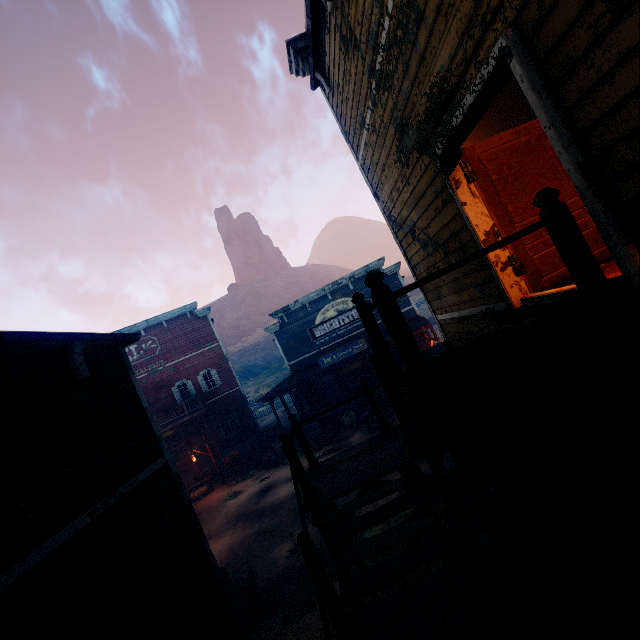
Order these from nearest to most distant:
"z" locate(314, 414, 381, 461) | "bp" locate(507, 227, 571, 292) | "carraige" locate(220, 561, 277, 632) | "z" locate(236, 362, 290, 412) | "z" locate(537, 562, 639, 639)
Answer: "bp" locate(507, 227, 571, 292), "z" locate(537, 562, 639, 639), "carraige" locate(220, 561, 277, 632), "z" locate(314, 414, 381, 461), "z" locate(236, 362, 290, 412)

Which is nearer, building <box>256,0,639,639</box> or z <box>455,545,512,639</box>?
building <box>256,0,639,639</box>

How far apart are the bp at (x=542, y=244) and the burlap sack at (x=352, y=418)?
17.0m

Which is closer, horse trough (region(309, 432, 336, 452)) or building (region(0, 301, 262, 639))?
building (region(0, 301, 262, 639))

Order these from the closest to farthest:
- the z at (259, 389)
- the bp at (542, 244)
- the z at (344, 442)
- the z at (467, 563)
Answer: the bp at (542, 244)
the z at (467, 563)
the z at (344, 442)
the z at (259, 389)

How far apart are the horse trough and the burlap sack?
1.4m

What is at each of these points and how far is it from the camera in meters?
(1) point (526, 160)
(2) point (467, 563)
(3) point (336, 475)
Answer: (1) bp, 4.4 m
(2) z, 6.8 m
(3) building, 5.7 m

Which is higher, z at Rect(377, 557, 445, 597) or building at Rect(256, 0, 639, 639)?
building at Rect(256, 0, 639, 639)
